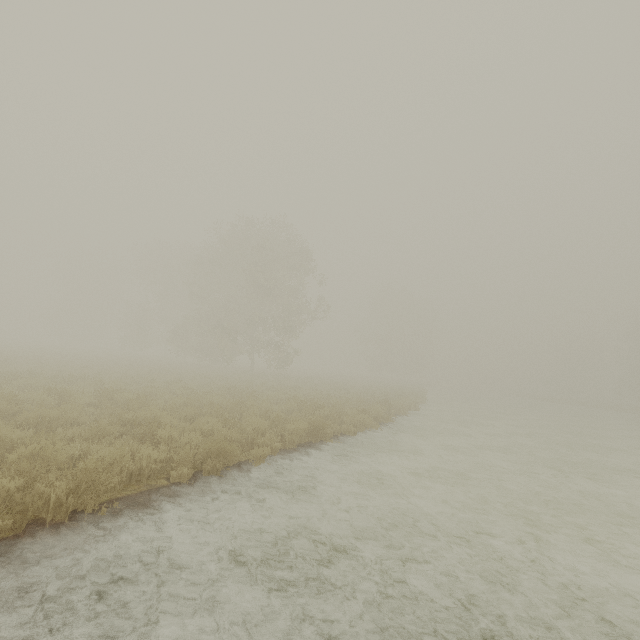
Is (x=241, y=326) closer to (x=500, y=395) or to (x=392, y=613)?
(x=392, y=613)
